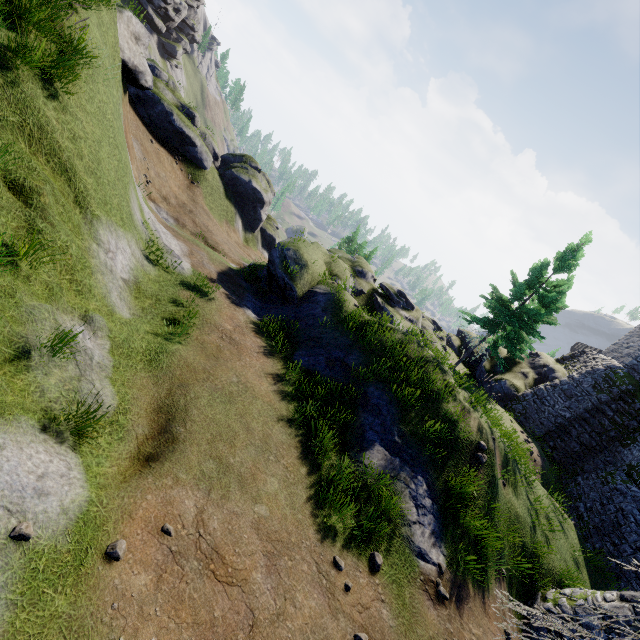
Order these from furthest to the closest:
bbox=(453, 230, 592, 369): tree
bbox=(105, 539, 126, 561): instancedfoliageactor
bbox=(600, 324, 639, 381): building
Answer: bbox=(600, 324, 639, 381): building < bbox=(453, 230, 592, 369): tree < bbox=(105, 539, 126, 561): instancedfoliageactor

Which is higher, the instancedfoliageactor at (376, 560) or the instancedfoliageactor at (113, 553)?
the instancedfoliageactor at (376, 560)

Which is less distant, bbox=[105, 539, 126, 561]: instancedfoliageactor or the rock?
bbox=[105, 539, 126, 561]: instancedfoliageactor

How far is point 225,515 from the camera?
6.0 meters

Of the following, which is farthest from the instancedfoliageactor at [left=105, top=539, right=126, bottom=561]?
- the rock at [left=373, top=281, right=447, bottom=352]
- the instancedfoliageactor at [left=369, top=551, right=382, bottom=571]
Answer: the rock at [left=373, top=281, right=447, bottom=352]

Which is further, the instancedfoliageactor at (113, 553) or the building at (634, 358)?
the building at (634, 358)

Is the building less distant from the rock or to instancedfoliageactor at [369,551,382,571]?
the rock

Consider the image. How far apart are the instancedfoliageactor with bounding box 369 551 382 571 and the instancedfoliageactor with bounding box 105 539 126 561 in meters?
5.0
